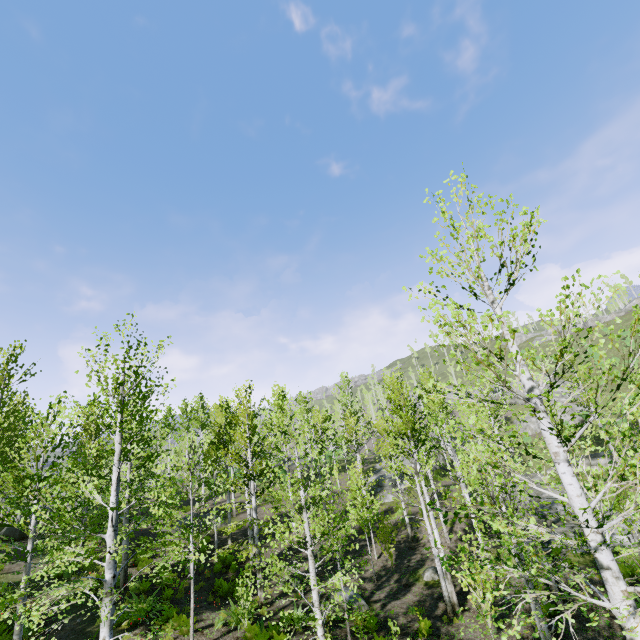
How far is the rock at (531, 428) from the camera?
42.9 meters

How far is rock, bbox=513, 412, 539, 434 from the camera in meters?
42.9 m

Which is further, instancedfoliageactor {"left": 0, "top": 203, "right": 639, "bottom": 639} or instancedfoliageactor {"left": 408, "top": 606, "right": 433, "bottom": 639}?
instancedfoliageactor {"left": 408, "top": 606, "right": 433, "bottom": 639}

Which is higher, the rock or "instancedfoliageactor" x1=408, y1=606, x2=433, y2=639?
the rock

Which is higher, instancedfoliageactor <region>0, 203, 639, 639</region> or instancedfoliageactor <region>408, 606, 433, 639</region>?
instancedfoliageactor <region>0, 203, 639, 639</region>

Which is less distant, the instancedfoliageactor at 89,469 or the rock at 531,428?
the instancedfoliageactor at 89,469

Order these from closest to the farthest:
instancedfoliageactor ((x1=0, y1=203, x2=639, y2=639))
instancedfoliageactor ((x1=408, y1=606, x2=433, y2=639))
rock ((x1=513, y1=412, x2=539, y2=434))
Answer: instancedfoliageactor ((x1=0, y1=203, x2=639, y2=639)) < instancedfoliageactor ((x1=408, y1=606, x2=433, y2=639)) < rock ((x1=513, y1=412, x2=539, y2=434))

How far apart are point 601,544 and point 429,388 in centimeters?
2297cm
